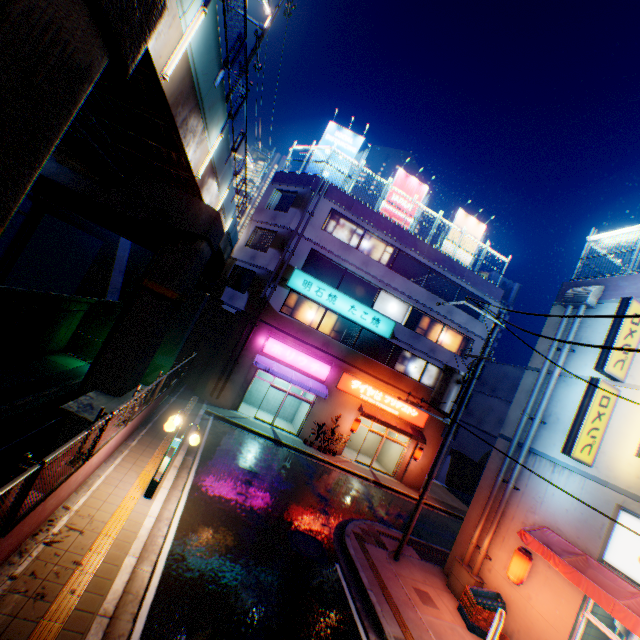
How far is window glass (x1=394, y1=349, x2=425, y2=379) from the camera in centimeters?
2274cm

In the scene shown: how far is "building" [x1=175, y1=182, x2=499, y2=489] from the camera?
20.0 meters

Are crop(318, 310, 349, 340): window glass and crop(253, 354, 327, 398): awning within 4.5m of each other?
yes

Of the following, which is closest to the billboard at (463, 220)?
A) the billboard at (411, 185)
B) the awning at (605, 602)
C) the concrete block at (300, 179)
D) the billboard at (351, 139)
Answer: the concrete block at (300, 179)

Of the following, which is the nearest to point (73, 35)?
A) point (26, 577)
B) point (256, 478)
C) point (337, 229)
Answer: point (26, 577)

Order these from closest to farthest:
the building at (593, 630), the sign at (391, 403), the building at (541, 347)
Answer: the building at (593, 630), the building at (541, 347), the sign at (391, 403)

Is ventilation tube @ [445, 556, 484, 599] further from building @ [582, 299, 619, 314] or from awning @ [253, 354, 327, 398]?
awning @ [253, 354, 327, 398]

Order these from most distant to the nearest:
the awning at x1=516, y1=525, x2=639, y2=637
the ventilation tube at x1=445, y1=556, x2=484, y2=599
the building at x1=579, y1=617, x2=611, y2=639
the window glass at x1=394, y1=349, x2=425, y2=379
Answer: the window glass at x1=394, y1=349, x2=425, y2=379 → the ventilation tube at x1=445, y1=556, x2=484, y2=599 → the building at x1=579, y1=617, x2=611, y2=639 → the awning at x1=516, y1=525, x2=639, y2=637
